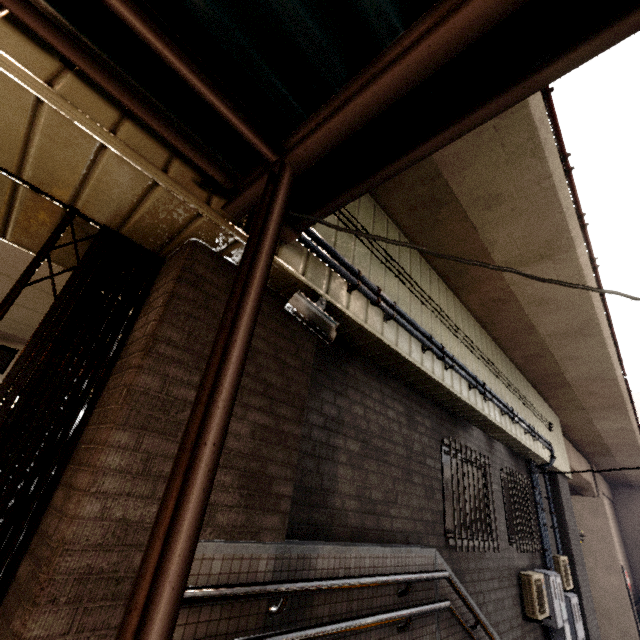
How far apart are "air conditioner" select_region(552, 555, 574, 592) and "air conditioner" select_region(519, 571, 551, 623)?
1.6m

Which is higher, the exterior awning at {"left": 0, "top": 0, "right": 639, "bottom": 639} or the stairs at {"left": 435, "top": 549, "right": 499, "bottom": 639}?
the exterior awning at {"left": 0, "top": 0, "right": 639, "bottom": 639}

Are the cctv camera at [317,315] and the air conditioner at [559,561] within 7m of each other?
no

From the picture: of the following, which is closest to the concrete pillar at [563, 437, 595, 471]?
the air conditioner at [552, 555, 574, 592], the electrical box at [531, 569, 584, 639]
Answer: the air conditioner at [552, 555, 574, 592]

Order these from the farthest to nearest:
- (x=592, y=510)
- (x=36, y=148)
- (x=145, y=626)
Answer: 1. (x=592, y=510)
2. (x=36, y=148)
3. (x=145, y=626)

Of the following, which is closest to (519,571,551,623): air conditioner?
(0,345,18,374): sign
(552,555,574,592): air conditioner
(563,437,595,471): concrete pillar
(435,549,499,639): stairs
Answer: (435,549,499,639): stairs

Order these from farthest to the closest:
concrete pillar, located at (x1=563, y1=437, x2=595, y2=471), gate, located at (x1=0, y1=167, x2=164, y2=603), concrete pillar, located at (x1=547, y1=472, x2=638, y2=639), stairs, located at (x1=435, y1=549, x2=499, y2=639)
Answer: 1. concrete pillar, located at (x1=563, y1=437, x2=595, y2=471)
2. concrete pillar, located at (x1=547, y1=472, x2=638, y2=639)
3. stairs, located at (x1=435, y1=549, x2=499, y2=639)
4. gate, located at (x1=0, y1=167, x2=164, y2=603)

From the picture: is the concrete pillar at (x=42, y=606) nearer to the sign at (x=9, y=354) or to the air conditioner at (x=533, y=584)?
the sign at (x=9, y=354)
